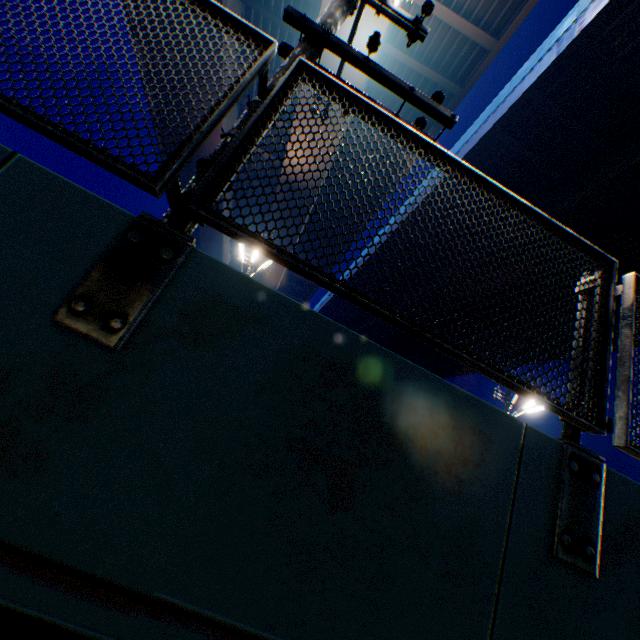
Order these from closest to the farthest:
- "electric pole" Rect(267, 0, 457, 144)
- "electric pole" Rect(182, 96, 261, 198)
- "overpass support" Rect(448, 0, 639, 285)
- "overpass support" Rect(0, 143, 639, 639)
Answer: "overpass support" Rect(0, 143, 639, 639) < "electric pole" Rect(182, 96, 261, 198) < "electric pole" Rect(267, 0, 457, 144) < "overpass support" Rect(448, 0, 639, 285)

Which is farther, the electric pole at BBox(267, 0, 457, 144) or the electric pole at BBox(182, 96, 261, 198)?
the electric pole at BBox(267, 0, 457, 144)

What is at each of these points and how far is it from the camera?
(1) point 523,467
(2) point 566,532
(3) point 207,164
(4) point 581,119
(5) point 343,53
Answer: (1) overpass support, 1.7m
(2) metal fence, 1.6m
(3) electric pole, 2.3m
(4) overpass support, 12.1m
(5) electric pole, 2.9m

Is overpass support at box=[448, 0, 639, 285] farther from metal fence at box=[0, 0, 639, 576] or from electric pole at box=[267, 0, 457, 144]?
electric pole at box=[267, 0, 457, 144]

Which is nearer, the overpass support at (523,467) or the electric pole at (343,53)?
the overpass support at (523,467)

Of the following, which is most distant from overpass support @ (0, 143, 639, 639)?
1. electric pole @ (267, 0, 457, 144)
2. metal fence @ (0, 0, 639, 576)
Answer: electric pole @ (267, 0, 457, 144)

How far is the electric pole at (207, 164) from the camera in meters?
2.2
